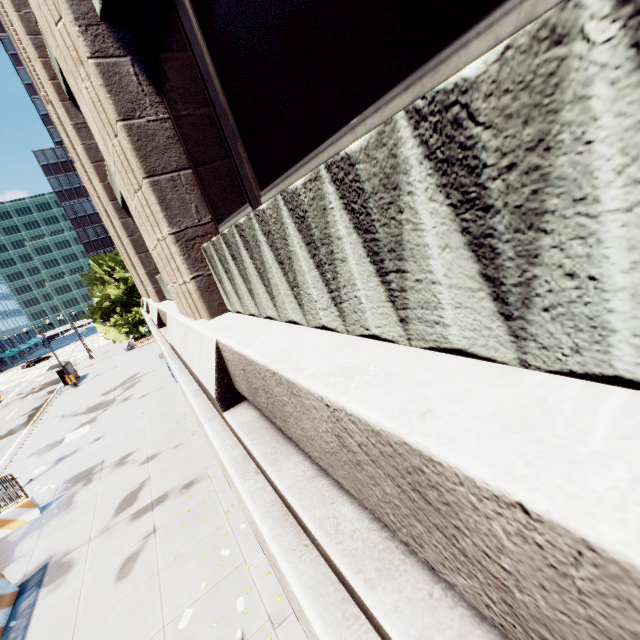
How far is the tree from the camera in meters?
42.1 m

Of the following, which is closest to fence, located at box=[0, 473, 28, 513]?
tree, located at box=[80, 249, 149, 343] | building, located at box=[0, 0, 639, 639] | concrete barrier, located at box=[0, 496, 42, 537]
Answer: concrete barrier, located at box=[0, 496, 42, 537]

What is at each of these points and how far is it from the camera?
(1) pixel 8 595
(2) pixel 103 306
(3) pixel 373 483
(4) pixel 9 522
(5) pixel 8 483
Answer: (1) concrete barrier, 9.2 meters
(2) tree, 42.2 meters
(3) building, 1.5 meters
(4) concrete barrier, 12.6 meters
(5) fence, 12.6 meters

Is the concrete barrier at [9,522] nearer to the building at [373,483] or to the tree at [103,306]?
the building at [373,483]

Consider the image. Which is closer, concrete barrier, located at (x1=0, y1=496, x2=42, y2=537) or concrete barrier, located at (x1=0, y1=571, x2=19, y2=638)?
concrete barrier, located at (x1=0, y1=571, x2=19, y2=638)

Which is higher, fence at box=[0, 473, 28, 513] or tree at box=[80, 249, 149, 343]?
tree at box=[80, 249, 149, 343]

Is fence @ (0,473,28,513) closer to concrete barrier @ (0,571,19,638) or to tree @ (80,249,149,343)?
concrete barrier @ (0,571,19,638)

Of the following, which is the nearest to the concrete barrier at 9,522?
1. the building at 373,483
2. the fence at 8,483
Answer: the fence at 8,483
